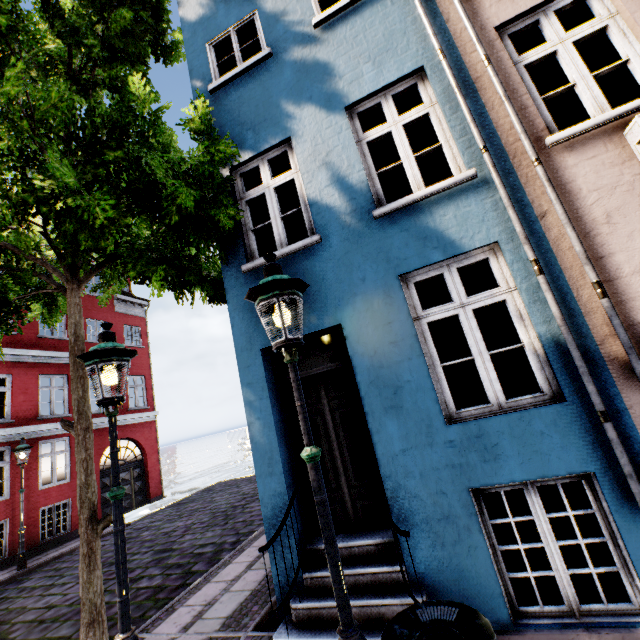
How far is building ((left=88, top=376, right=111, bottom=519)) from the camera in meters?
14.1

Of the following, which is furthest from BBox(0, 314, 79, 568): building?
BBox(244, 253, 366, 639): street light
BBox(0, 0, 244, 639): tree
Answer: BBox(244, 253, 366, 639): street light

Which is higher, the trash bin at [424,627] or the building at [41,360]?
the building at [41,360]

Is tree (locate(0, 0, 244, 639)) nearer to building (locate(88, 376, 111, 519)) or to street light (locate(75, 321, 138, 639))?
building (locate(88, 376, 111, 519))

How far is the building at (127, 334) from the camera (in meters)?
15.70

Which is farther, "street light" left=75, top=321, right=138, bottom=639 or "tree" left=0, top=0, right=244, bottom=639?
"tree" left=0, top=0, right=244, bottom=639

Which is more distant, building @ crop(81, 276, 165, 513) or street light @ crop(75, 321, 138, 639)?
building @ crop(81, 276, 165, 513)

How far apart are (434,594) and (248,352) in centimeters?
339cm
